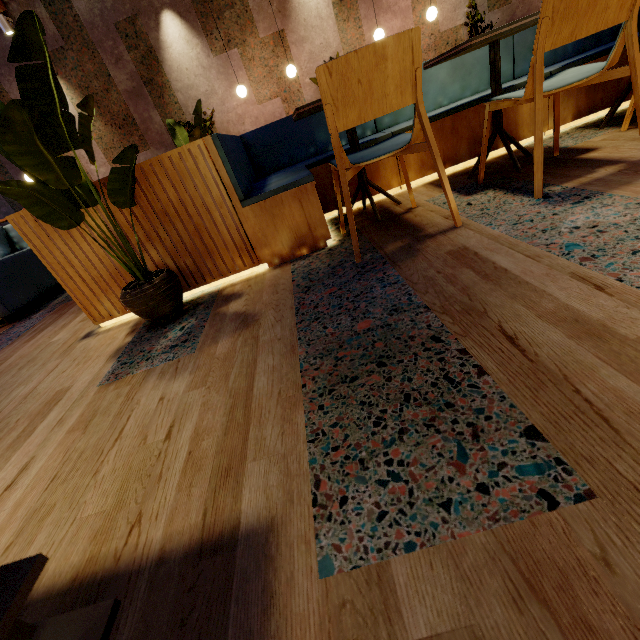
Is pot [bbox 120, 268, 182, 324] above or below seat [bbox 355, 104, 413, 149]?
below

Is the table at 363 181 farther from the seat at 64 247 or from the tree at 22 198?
the tree at 22 198

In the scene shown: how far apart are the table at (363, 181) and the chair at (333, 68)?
0.2m

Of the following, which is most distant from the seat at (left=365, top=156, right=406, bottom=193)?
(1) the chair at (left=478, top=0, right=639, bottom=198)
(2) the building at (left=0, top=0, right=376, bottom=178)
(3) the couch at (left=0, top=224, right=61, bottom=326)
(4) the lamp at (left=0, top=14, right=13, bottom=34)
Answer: (4) the lamp at (left=0, top=14, right=13, bottom=34)

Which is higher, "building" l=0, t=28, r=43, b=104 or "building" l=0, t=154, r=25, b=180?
"building" l=0, t=28, r=43, b=104

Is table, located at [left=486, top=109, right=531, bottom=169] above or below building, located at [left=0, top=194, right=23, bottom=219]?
below

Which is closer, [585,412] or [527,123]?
[585,412]

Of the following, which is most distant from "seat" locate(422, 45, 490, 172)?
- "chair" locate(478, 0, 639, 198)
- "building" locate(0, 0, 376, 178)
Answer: "chair" locate(478, 0, 639, 198)
